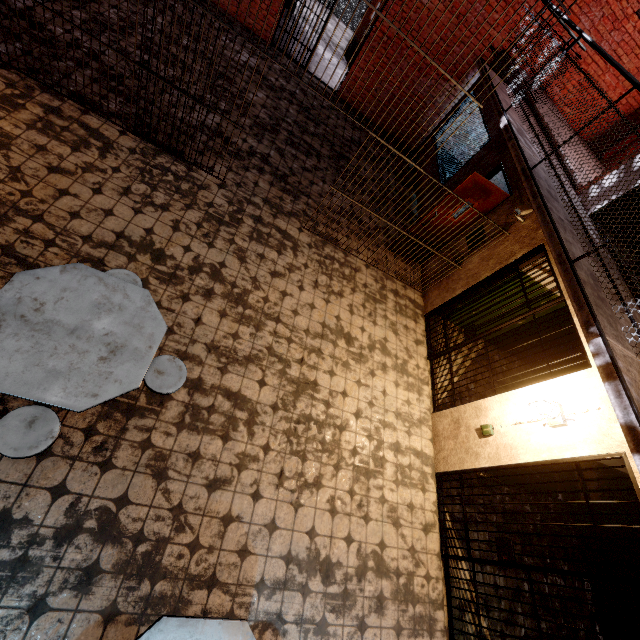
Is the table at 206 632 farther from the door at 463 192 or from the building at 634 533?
the door at 463 192

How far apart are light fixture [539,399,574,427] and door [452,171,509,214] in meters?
3.8

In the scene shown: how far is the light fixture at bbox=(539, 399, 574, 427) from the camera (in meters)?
3.61

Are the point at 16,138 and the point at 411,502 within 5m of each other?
no

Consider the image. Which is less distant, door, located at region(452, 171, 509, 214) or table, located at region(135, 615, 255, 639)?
table, located at region(135, 615, 255, 639)

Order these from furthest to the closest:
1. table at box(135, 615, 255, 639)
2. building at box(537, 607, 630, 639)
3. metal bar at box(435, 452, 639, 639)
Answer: building at box(537, 607, 630, 639) < metal bar at box(435, 452, 639, 639) < table at box(135, 615, 255, 639)

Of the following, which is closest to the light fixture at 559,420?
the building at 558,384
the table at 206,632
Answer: the building at 558,384

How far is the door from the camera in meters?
5.5 m
